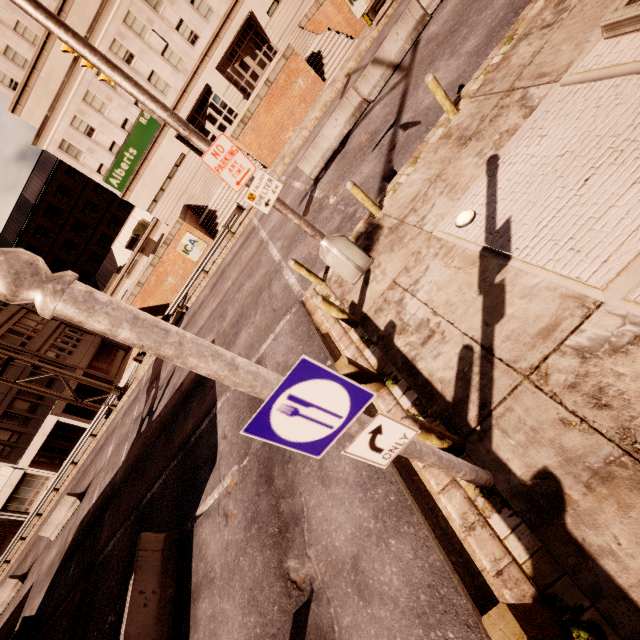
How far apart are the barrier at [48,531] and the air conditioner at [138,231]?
23.7 meters

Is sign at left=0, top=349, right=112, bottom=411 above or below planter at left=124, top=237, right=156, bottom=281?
above

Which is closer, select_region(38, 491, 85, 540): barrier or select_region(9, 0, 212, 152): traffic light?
select_region(9, 0, 212, 152): traffic light

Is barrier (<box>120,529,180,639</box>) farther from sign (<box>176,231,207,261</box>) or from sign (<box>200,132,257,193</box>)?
sign (<box>176,231,207,261</box>)

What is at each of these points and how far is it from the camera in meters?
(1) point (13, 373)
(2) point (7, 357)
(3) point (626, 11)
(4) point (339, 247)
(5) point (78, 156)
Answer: (1) building, 30.7
(2) sign, 22.9
(3) planter, 5.2
(4) traffic light, 7.5
(5) building, 28.8

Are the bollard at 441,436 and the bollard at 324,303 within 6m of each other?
yes

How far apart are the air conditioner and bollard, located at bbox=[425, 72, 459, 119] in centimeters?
3424cm

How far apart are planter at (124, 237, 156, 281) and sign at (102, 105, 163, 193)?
22.0 meters
